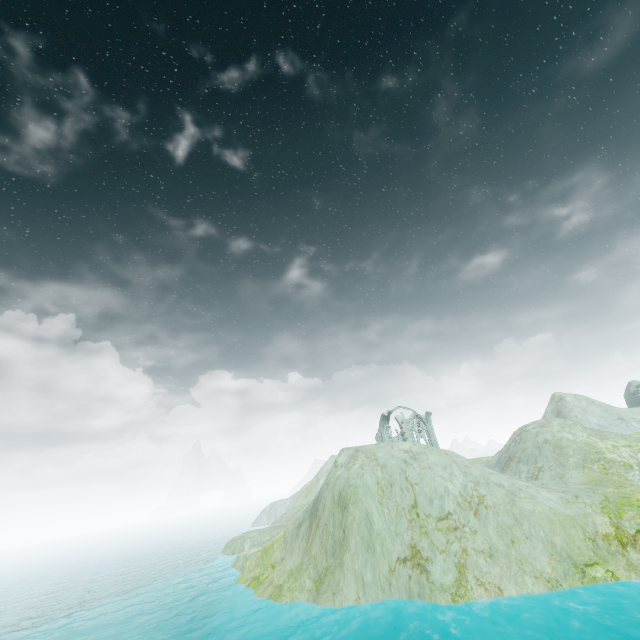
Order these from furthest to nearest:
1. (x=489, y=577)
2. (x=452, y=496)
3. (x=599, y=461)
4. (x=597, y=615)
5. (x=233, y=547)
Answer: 1. (x=233, y=547)
2. (x=599, y=461)
3. (x=452, y=496)
4. (x=489, y=577)
5. (x=597, y=615)

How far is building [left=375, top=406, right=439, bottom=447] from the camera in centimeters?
4988cm

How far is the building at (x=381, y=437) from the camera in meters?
49.9
